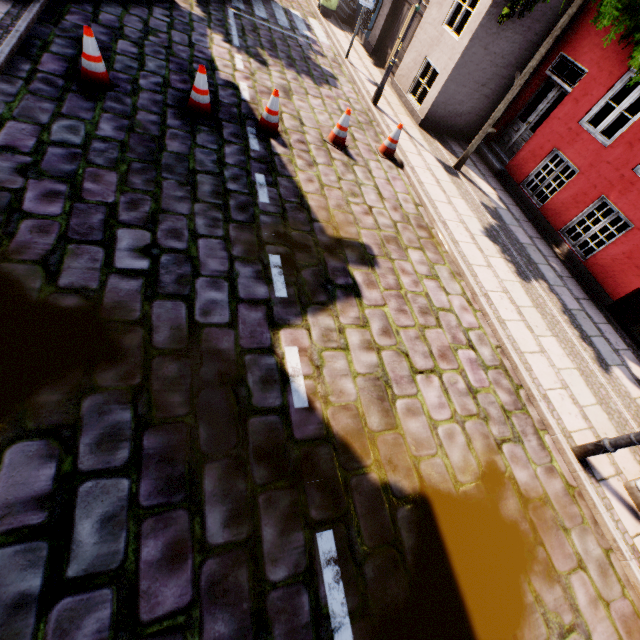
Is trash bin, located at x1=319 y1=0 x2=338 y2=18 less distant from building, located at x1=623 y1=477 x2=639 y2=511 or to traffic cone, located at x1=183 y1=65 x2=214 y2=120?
building, located at x1=623 y1=477 x2=639 y2=511

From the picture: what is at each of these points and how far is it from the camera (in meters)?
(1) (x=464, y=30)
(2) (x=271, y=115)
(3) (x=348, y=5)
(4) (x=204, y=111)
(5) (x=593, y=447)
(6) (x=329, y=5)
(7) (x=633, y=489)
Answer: (1) building, 8.44
(2) traffic cone, 6.38
(3) building, 14.05
(4) traffic cone, 6.03
(5) street light, 4.33
(6) trash bin, 12.95
(7) building, 4.47

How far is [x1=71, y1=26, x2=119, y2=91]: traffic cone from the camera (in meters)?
5.01

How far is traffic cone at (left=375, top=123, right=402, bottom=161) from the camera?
7.7m

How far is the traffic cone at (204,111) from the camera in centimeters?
566cm

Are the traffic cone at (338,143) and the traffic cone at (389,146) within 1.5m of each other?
yes

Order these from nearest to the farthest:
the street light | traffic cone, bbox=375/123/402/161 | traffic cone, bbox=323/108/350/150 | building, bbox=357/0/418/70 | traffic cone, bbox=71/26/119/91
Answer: the street light
traffic cone, bbox=71/26/119/91
traffic cone, bbox=323/108/350/150
traffic cone, bbox=375/123/402/161
building, bbox=357/0/418/70

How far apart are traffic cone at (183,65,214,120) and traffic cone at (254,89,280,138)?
0.8m
